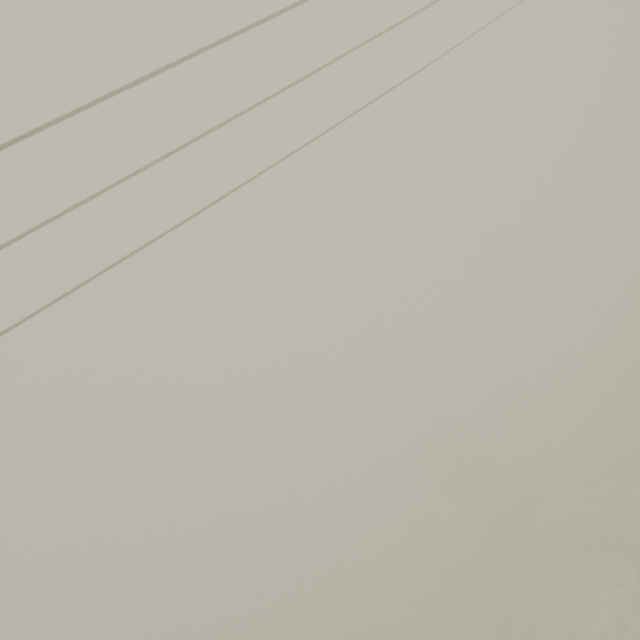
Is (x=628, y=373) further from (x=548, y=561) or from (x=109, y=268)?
(x=109, y=268)
